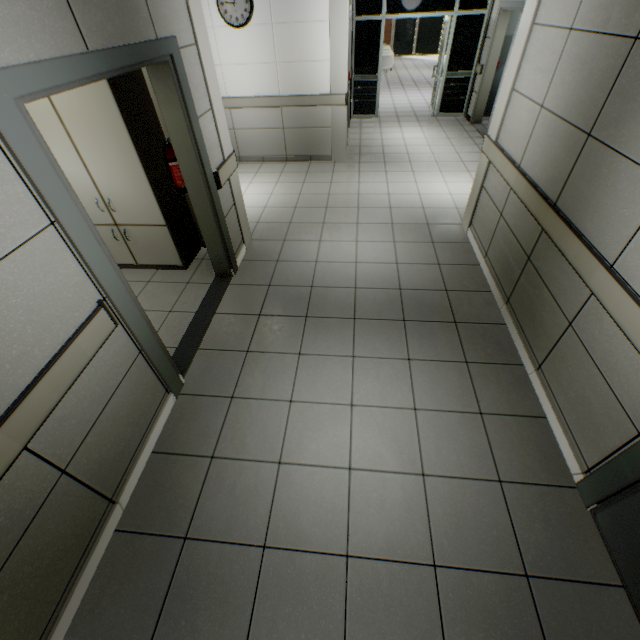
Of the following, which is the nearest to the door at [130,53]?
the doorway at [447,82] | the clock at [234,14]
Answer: the clock at [234,14]

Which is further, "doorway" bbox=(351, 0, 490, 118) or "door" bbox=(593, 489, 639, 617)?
"doorway" bbox=(351, 0, 490, 118)

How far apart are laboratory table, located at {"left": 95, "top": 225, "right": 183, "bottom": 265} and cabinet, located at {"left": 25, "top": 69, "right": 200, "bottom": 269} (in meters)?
0.01

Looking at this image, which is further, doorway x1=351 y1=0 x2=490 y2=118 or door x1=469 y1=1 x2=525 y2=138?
doorway x1=351 y1=0 x2=490 y2=118

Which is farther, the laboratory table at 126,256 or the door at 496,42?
the door at 496,42

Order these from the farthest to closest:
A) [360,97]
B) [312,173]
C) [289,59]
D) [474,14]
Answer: [360,97]
[474,14]
[312,173]
[289,59]

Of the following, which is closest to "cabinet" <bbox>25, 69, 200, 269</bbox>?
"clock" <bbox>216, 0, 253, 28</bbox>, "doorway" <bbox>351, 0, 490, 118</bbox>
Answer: "clock" <bbox>216, 0, 253, 28</bbox>

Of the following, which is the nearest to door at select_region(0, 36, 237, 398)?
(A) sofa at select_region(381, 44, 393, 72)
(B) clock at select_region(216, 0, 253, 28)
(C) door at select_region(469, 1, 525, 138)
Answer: (B) clock at select_region(216, 0, 253, 28)
